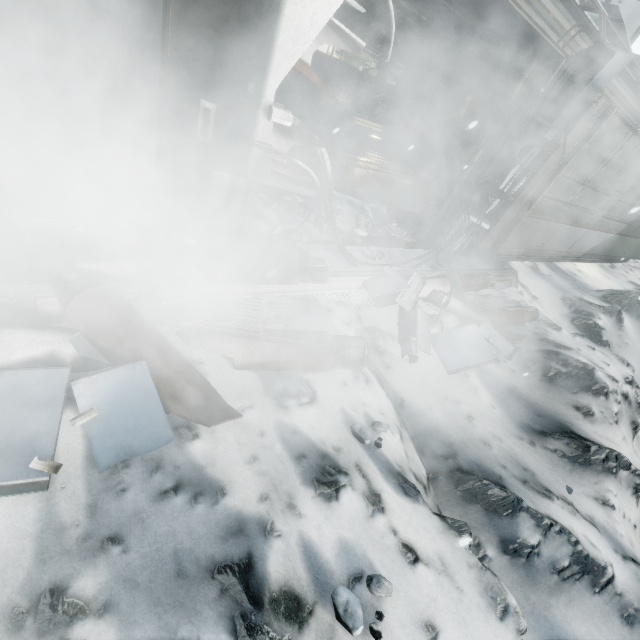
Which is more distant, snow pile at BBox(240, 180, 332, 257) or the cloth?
the cloth

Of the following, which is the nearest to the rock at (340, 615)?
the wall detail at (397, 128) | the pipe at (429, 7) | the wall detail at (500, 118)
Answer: the wall detail at (500, 118)

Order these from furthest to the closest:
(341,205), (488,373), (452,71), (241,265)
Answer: (452,71), (341,205), (488,373), (241,265)

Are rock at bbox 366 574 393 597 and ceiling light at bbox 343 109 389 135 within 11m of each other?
no

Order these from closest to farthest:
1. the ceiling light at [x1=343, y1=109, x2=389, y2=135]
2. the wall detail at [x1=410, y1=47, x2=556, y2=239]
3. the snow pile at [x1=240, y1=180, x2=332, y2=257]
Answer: the snow pile at [x1=240, y1=180, x2=332, y2=257] → the wall detail at [x1=410, y1=47, x2=556, y2=239] → the ceiling light at [x1=343, y1=109, x2=389, y2=135]

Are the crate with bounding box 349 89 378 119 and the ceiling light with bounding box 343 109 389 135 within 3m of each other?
yes

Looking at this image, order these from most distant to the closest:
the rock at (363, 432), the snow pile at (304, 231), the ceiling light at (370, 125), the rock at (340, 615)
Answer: the ceiling light at (370, 125) < the snow pile at (304, 231) < the rock at (363, 432) < the rock at (340, 615)

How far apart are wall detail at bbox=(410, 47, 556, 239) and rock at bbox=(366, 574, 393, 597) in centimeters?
499cm
